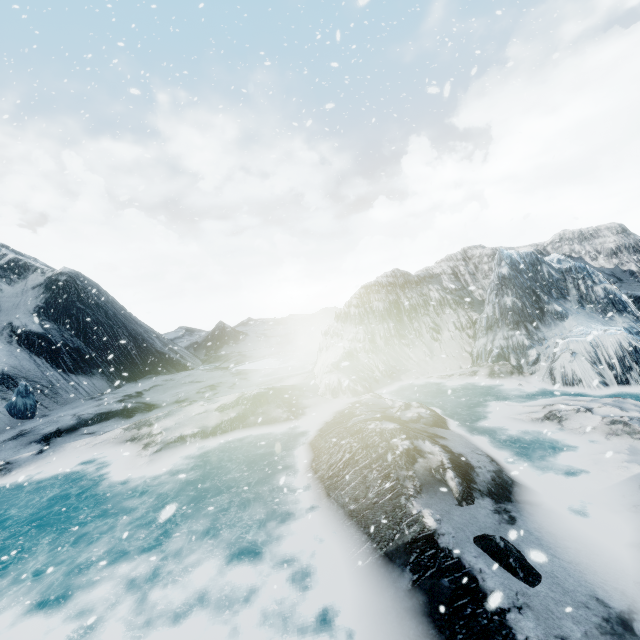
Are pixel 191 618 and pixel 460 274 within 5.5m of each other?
no
